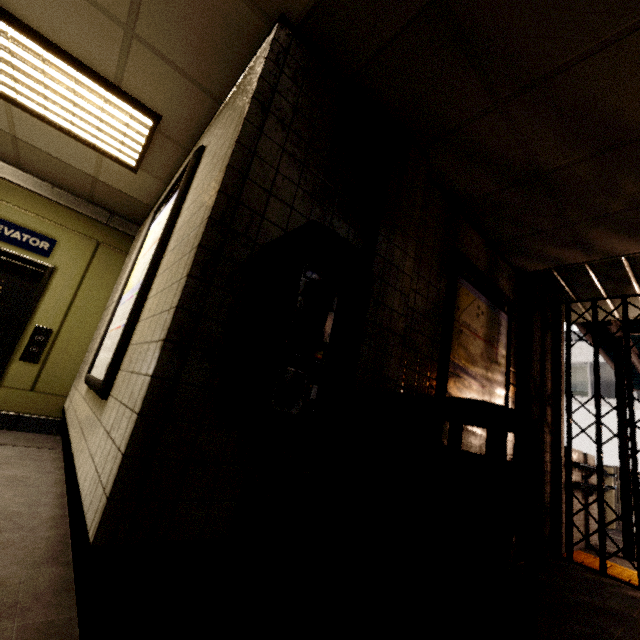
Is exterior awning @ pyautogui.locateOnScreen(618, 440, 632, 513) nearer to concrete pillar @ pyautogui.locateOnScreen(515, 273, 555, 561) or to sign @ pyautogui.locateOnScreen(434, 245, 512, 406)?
concrete pillar @ pyautogui.locateOnScreen(515, 273, 555, 561)

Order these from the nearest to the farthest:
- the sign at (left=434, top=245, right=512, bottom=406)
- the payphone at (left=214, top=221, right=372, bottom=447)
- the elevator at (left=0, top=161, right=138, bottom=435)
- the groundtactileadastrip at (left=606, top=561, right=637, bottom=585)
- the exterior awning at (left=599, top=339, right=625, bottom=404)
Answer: the payphone at (left=214, top=221, right=372, bottom=447)
the sign at (left=434, top=245, right=512, bottom=406)
the groundtactileadastrip at (left=606, top=561, right=637, bottom=585)
the elevator at (left=0, top=161, right=138, bottom=435)
the exterior awning at (left=599, top=339, right=625, bottom=404)

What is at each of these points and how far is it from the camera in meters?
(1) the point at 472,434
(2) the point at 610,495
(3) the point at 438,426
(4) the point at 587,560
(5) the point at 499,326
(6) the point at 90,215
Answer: (1) sign, 2.7 m
(2) ramp, 6.6 m
(3) sign, 2.4 m
(4) groundtactileadastrip, 3.6 m
(5) sign, 3.3 m
(6) elevator, 4.4 m

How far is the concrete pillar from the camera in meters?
3.4

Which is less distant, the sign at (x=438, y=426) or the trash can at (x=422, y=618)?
the trash can at (x=422, y=618)

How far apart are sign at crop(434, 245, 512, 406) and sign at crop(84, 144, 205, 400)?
2.1 meters

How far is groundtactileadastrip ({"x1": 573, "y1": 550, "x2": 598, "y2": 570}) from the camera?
3.4 meters

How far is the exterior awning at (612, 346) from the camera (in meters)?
4.66
